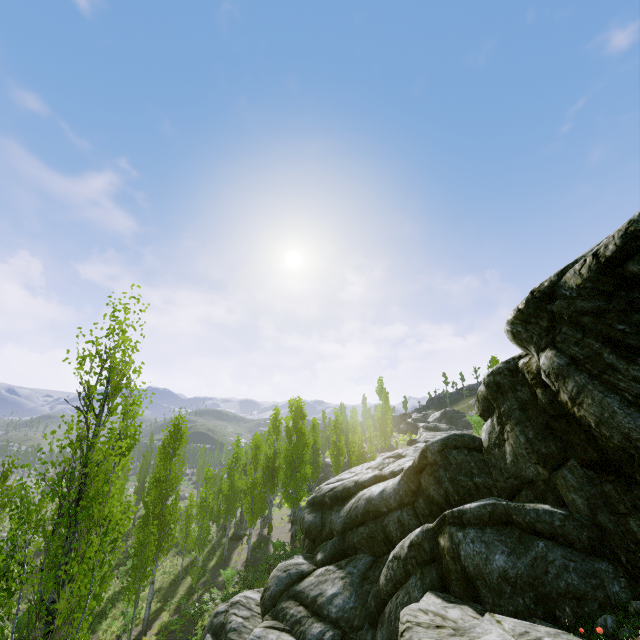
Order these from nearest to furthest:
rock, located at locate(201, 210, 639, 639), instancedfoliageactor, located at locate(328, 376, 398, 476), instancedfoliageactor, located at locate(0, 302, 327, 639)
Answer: instancedfoliageactor, located at locate(0, 302, 327, 639), rock, located at locate(201, 210, 639, 639), instancedfoliageactor, located at locate(328, 376, 398, 476)

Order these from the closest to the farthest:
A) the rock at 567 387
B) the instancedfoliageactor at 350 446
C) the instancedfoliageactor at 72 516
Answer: the instancedfoliageactor at 72 516 < the rock at 567 387 < the instancedfoliageactor at 350 446

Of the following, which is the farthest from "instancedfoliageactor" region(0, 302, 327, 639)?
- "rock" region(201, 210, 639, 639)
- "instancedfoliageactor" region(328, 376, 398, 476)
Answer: "instancedfoliageactor" region(328, 376, 398, 476)

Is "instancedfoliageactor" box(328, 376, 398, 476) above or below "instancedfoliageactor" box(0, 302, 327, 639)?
above

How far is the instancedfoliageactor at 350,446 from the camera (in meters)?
29.04

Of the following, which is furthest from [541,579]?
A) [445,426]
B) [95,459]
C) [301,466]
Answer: [445,426]

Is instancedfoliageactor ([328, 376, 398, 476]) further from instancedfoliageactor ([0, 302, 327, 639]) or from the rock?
the rock
